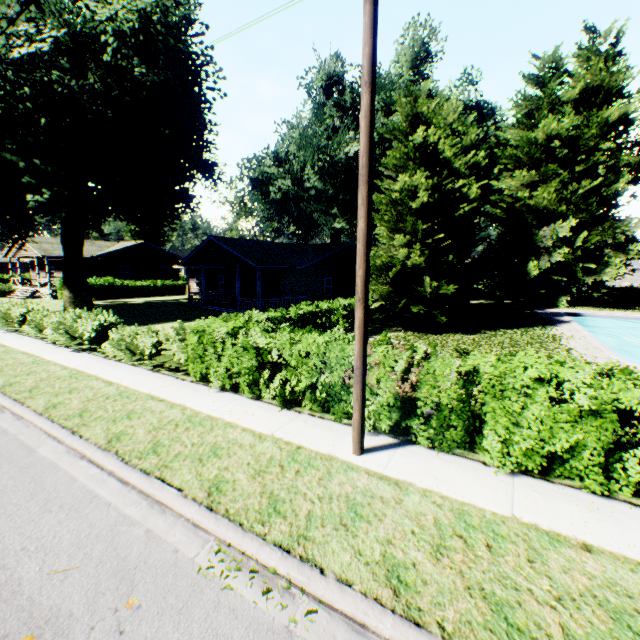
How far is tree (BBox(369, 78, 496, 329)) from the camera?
15.65m

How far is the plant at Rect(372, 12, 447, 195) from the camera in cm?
2870

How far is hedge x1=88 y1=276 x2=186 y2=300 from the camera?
33.5 meters

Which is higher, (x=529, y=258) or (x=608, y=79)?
(x=608, y=79)

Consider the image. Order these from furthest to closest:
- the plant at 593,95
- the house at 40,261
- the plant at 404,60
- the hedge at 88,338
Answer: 1. the house at 40,261
2. the plant at 404,60
3. the plant at 593,95
4. the hedge at 88,338

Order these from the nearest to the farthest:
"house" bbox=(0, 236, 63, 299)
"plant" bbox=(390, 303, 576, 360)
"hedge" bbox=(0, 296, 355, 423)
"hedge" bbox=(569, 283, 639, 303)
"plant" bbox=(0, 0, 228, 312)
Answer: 1. "hedge" bbox=(0, 296, 355, 423)
2. "plant" bbox=(390, 303, 576, 360)
3. "plant" bbox=(0, 0, 228, 312)
4. "house" bbox=(0, 236, 63, 299)
5. "hedge" bbox=(569, 283, 639, 303)

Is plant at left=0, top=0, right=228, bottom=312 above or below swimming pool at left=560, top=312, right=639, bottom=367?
above

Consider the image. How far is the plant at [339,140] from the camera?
30.58m
